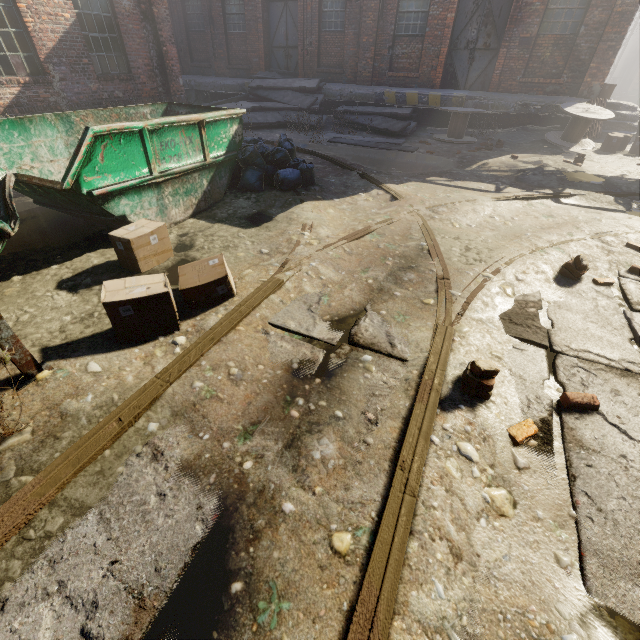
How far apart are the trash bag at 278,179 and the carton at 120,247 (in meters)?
2.51

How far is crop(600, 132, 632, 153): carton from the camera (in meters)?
10.02

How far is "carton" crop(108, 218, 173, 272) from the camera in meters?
3.6

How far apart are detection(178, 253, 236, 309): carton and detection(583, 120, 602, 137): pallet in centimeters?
1379cm

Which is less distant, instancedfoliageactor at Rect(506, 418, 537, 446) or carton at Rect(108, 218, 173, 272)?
instancedfoliageactor at Rect(506, 418, 537, 446)

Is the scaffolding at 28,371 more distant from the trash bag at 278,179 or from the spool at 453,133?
the spool at 453,133

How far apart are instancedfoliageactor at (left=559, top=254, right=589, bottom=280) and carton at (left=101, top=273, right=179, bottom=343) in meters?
4.0 m

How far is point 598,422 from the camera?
2.4m
